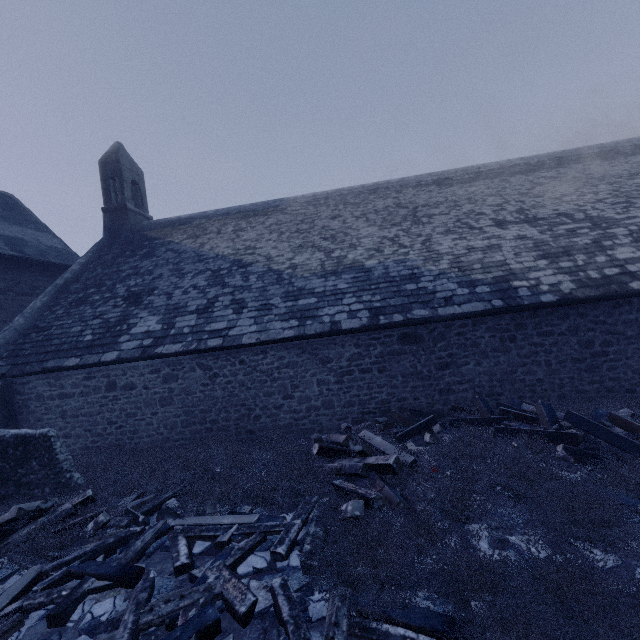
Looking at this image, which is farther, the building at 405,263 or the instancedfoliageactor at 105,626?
the building at 405,263

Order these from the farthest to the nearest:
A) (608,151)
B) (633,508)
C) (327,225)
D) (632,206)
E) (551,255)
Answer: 1. (608,151)
2. (327,225)
3. (632,206)
4. (551,255)
5. (633,508)

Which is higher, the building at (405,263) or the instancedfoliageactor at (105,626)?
the building at (405,263)

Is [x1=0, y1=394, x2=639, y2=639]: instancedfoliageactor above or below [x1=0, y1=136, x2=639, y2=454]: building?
below

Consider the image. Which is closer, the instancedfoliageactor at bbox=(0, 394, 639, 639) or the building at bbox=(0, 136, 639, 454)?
the instancedfoliageactor at bbox=(0, 394, 639, 639)
